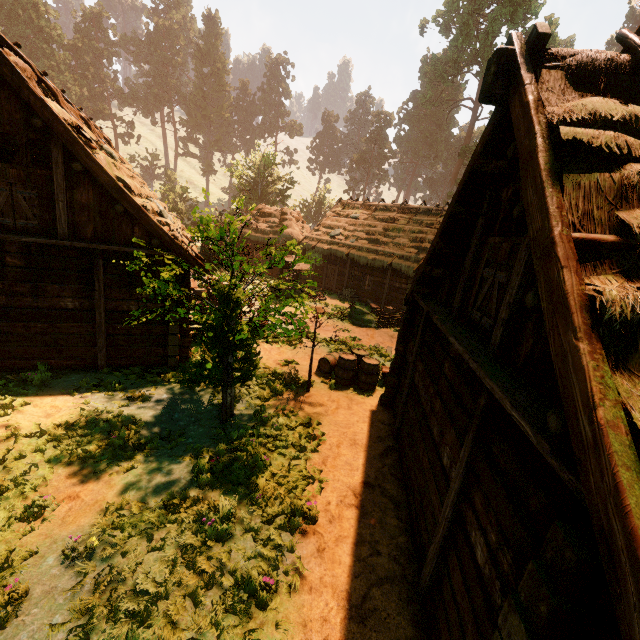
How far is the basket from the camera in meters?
24.5 m

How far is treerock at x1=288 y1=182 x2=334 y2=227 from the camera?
52.3m

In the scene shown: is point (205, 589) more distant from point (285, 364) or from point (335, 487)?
point (285, 364)

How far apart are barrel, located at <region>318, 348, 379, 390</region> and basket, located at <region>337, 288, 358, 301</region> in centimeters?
1217cm

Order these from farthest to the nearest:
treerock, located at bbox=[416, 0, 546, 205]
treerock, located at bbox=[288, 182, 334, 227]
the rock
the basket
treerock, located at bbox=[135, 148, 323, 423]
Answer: treerock, located at bbox=[288, 182, 334, 227] < treerock, located at bbox=[416, 0, 546, 205] < the basket < the rock < treerock, located at bbox=[135, 148, 323, 423]

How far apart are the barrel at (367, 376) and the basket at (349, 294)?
12.2 meters

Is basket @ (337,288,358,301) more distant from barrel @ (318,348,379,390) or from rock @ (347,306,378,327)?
barrel @ (318,348,379,390)

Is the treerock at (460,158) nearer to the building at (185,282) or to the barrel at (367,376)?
the building at (185,282)
